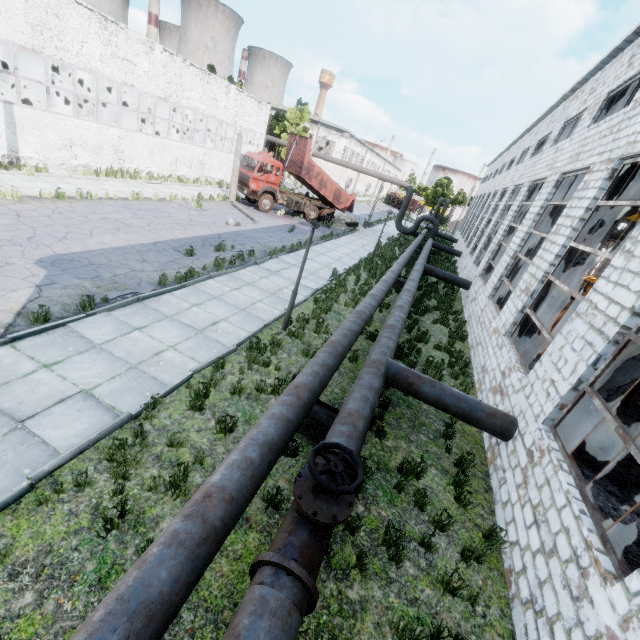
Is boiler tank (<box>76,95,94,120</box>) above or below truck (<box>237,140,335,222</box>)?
above

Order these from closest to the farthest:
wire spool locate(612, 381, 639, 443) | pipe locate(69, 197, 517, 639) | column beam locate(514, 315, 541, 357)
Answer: pipe locate(69, 197, 517, 639) < wire spool locate(612, 381, 639, 443) < column beam locate(514, 315, 541, 357)

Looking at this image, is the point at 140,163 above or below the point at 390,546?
above

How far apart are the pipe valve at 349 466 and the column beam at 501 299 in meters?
12.4 m

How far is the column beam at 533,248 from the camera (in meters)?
13.05

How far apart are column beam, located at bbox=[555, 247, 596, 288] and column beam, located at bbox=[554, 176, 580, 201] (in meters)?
4.02

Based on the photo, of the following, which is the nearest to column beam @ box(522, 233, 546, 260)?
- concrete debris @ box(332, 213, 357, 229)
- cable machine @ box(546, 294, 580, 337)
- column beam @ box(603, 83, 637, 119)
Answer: column beam @ box(603, 83, 637, 119)

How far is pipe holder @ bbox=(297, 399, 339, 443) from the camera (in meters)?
6.11
